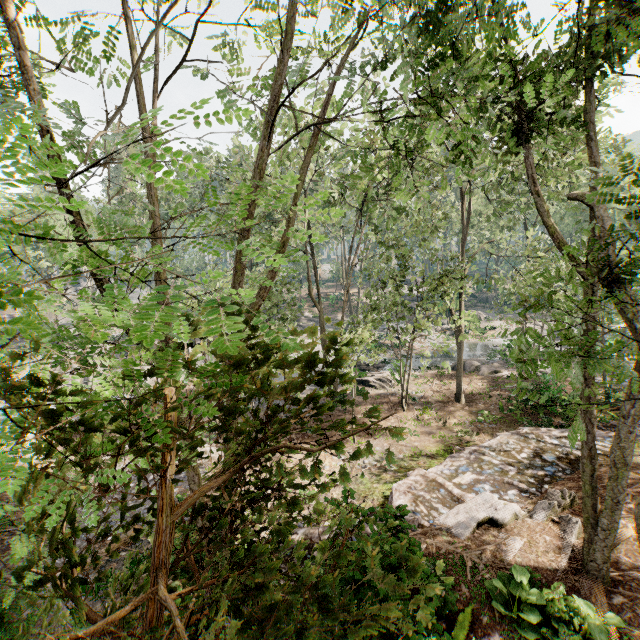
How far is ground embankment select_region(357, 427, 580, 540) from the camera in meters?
9.3

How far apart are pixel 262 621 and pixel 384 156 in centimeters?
1213cm

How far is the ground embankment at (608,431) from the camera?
11.6m

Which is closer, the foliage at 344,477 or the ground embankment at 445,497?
the foliage at 344,477

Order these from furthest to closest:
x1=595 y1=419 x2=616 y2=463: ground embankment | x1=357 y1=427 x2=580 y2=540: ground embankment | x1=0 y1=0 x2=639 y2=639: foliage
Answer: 1. x1=595 y1=419 x2=616 y2=463: ground embankment
2. x1=357 y1=427 x2=580 y2=540: ground embankment
3. x1=0 y1=0 x2=639 y2=639: foliage

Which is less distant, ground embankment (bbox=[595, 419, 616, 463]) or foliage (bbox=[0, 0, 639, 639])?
foliage (bbox=[0, 0, 639, 639])
